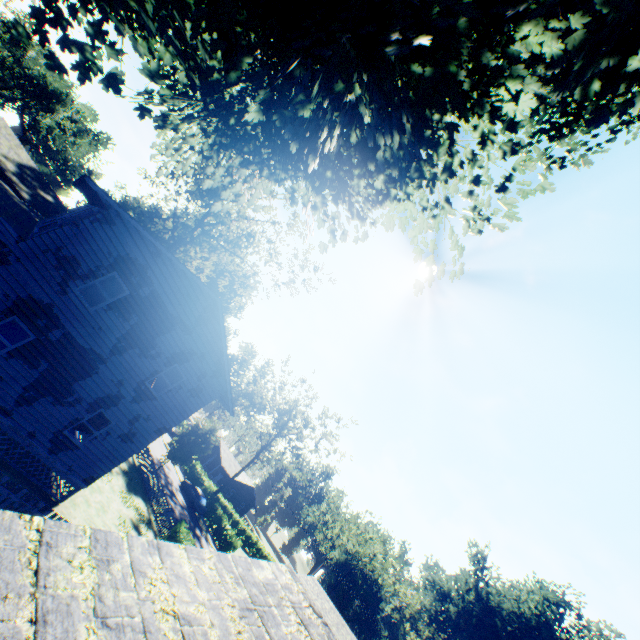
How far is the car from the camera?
36.7m

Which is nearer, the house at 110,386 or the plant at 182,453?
the house at 110,386

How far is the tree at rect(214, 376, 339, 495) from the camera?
46.0m

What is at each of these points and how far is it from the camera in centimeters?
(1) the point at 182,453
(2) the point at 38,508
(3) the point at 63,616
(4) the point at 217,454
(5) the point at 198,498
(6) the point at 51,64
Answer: (1) plant, 3048cm
(2) fence, 998cm
(3) house, 195cm
(4) house, 5847cm
(5) car, 3731cm
(6) plant, 1139cm

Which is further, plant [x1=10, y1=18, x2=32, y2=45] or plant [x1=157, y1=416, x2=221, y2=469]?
plant [x1=157, y1=416, x2=221, y2=469]

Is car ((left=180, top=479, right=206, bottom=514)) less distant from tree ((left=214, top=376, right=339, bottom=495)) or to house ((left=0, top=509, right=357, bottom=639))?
tree ((left=214, top=376, right=339, bottom=495))

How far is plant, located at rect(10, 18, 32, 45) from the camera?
10.6 meters

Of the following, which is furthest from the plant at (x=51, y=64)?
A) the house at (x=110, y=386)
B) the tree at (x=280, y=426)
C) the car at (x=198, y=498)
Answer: the tree at (x=280, y=426)
